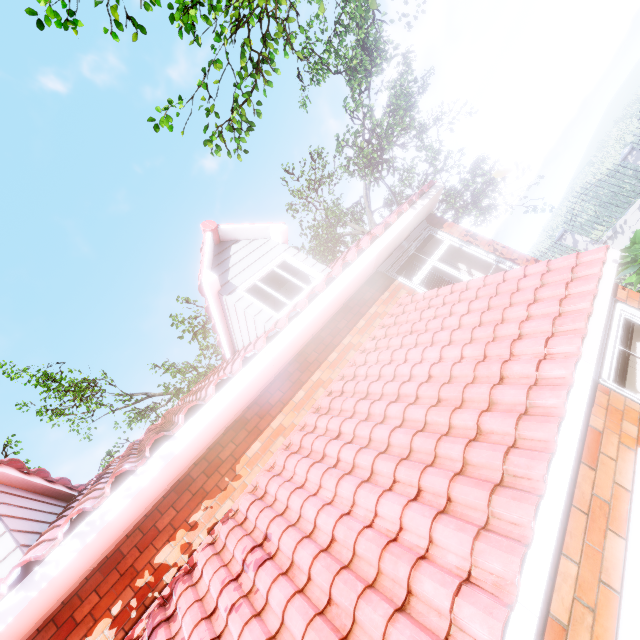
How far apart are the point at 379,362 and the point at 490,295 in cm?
183

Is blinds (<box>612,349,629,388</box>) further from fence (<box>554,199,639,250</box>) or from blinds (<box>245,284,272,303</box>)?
fence (<box>554,199,639,250</box>)

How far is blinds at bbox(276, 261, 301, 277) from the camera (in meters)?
6.92

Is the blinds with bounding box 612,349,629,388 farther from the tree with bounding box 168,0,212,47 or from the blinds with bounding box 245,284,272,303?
the tree with bounding box 168,0,212,47

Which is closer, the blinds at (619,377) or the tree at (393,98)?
the blinds at (619,377)

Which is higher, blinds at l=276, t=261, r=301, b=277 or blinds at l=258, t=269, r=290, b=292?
blinds at l=276, t=261, r=301, b=277

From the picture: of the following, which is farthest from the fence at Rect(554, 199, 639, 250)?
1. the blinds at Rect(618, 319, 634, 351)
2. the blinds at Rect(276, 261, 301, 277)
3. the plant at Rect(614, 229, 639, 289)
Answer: the blinds at Rect(276, 261, 301, 277)

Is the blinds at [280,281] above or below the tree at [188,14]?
below
